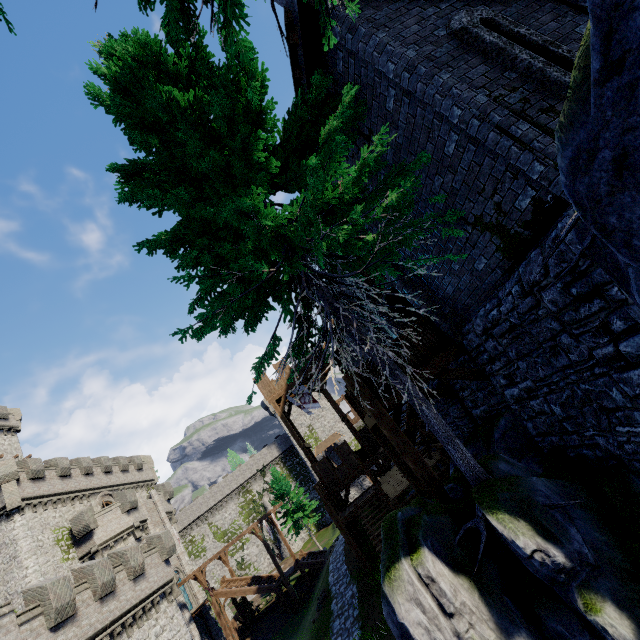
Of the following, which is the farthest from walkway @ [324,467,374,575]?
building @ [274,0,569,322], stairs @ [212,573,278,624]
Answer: stairs @ [212,573,278,624]

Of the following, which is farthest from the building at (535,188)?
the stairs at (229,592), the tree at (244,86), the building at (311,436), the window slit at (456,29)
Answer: the building at (311,436)

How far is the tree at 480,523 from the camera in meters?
4.5

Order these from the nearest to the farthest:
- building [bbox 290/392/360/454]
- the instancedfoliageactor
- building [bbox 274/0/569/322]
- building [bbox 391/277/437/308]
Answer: building [bbox 274/0/569/322], building [bbox 391/277/437/308], the instancedfoliageactor, building [bbox 290/392/360/454]

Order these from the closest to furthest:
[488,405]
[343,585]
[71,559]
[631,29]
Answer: [631,29] → [488,405] → [343,585] → [71,559]

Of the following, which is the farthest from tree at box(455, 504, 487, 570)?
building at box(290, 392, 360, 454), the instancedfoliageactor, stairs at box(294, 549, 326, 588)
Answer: building at box(290, 392, 360, 454)

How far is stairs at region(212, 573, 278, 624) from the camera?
29.03m

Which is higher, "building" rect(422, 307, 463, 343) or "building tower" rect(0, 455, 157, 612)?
"building tower" rect(0, 455, 157, 612)
